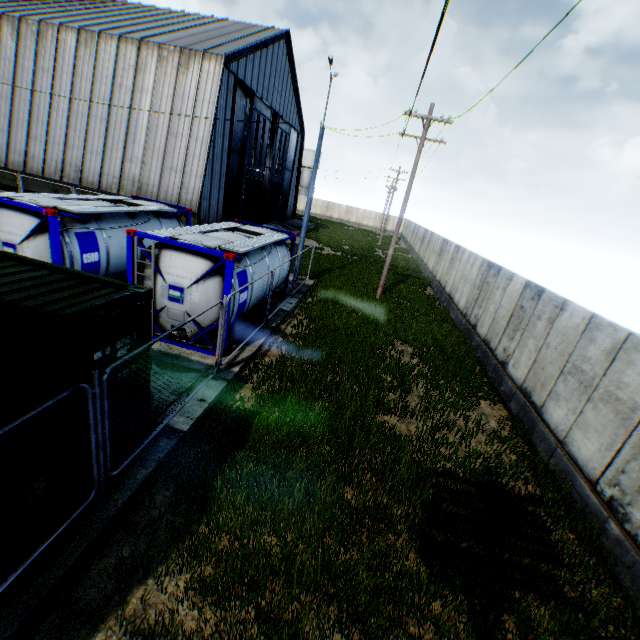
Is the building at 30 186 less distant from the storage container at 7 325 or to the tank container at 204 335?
the tank container at 204 335

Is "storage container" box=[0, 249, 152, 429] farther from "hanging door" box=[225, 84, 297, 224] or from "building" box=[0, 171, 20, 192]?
"hanging door" box=[225, 84, 297, 224]

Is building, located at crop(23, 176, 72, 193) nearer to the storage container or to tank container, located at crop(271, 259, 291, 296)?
tank container, located at crop(271, 259, 291, 296)

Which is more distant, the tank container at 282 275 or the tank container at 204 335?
the tank container at 282 275

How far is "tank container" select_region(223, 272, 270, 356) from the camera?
9.1 meters

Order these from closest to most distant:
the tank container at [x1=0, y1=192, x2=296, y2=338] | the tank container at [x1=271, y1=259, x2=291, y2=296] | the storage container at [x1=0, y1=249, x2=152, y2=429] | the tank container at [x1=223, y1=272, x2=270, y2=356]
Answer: the storage container at [x1=0, y1=249, x2=152, y2=429] < the tank container at [x1=0, y1=192, x2=296, y2=338] < the tank container at [x1=223, y1=272, x2=270, y2=356] < the tank container at [x1=271, y1=259, x2=291, y2=296]

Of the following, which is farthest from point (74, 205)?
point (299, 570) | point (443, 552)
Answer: point (443, 552)

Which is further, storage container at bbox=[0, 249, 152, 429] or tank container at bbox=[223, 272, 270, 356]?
tank container at bbox=[223, 272, 270, 356]
